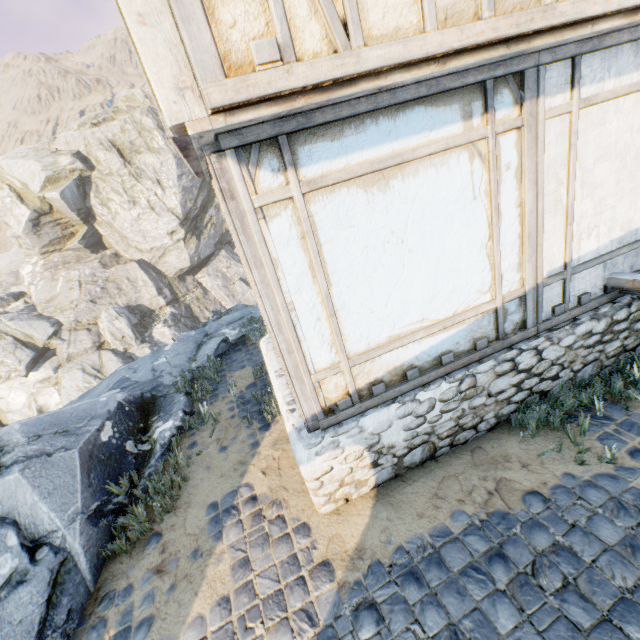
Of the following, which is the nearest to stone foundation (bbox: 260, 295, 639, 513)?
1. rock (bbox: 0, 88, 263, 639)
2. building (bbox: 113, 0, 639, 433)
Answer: building (bbox: 113, 0, 639, 433)

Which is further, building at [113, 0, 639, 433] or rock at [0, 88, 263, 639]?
rock at [0, 88, 263, 639]

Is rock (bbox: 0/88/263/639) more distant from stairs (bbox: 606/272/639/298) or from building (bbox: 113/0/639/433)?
stairs (bbox: 606/272/639/298)

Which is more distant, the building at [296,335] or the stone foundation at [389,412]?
the stone foundation at [389,412]

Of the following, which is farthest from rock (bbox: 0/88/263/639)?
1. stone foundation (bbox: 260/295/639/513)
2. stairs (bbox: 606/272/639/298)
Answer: stairs (bbox: 606/272/639/298)

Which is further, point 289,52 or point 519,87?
point 519,87

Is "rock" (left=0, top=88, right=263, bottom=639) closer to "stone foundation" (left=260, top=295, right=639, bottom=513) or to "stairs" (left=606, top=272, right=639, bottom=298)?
"stone foundation" (left=260, top=295, right=639, bottom=513)

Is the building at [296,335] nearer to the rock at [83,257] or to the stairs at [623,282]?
the stairs at [623,282]
